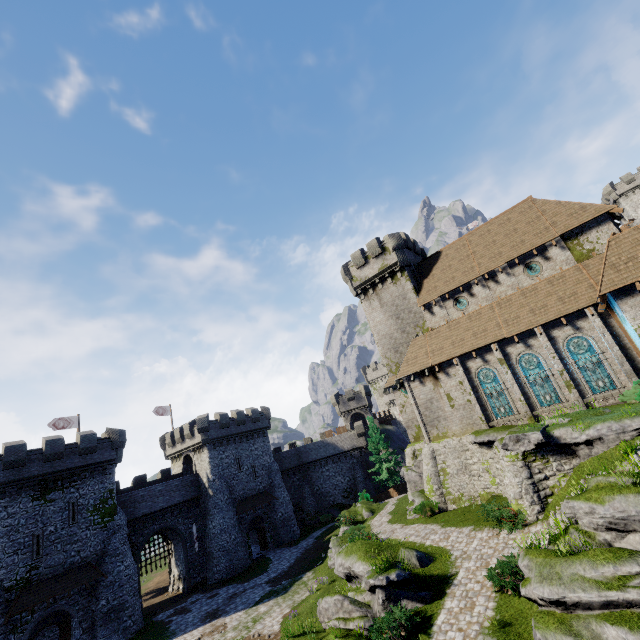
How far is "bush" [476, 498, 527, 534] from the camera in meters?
16.6

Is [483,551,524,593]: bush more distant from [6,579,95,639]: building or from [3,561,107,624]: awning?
[6,579,95,639]: building

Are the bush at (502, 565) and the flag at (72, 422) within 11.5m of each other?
no

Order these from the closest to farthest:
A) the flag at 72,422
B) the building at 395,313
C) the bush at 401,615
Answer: the bush at 401,615 < the building at 395,313 < the flag at 72,422

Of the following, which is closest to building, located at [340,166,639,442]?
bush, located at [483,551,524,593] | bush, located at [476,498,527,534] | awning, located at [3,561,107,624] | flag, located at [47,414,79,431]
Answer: bush, located at [476,498,527,534]

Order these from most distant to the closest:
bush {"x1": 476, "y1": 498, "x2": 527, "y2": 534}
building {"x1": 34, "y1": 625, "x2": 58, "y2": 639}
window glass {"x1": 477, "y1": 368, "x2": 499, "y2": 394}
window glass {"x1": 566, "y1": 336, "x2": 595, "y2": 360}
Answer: building {"x1": 34, "y1": 625, "x2": 58, "y2": 639} → window glass {"x1": 477, "y1": 368, "x2": 499, "y2": 394} → window glass {"x1": 566, "y1": 336, "x2": 595, "y2": 360} → bush {"x1": 476, "y1": 498, "x2": 527, "y2": 534}

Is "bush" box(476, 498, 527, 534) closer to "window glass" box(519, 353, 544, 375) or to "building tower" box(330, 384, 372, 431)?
"window glass" box(519, 353, 544, 375)

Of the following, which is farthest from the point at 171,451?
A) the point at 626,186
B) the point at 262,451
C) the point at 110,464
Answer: the point at 626,186
